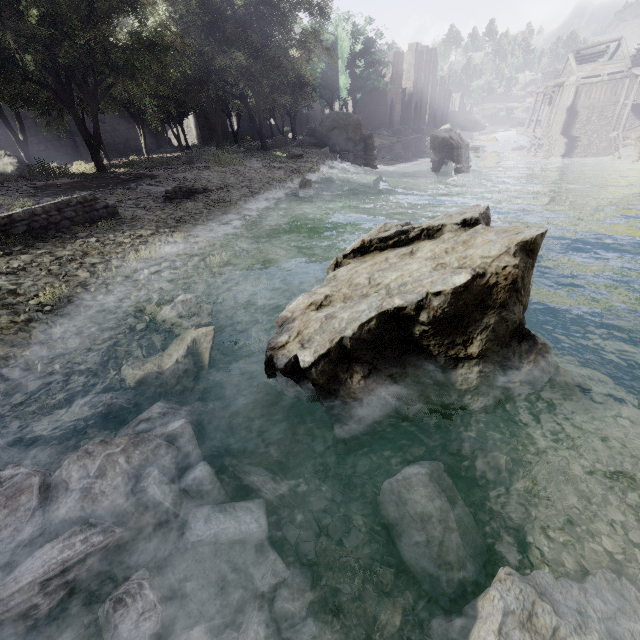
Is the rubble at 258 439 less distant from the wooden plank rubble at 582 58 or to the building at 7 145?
the building at 7 145

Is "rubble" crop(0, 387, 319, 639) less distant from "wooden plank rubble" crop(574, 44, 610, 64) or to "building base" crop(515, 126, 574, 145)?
"building base" crop(515, 126, 574, 145)

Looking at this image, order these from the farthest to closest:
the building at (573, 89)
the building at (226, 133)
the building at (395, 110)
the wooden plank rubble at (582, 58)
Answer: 1. the building at (395, 110)
2. the building at (226, 133)
3. the wooden plank rubble at (582, 58)
4. the building at (573, 89)

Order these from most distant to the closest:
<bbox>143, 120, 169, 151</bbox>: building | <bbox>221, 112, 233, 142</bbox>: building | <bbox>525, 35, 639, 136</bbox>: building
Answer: <bbox>221, 112, 233, 142</bbox>: building, <bbox>525, 35, 639, 136</bbox>: building, <bbox>143, 120, 169, 151</bbox>: building

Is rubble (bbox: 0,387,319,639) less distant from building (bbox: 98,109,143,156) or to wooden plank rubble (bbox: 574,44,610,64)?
building (bbox: 98,109,143,156)

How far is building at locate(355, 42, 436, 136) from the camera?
49.3m

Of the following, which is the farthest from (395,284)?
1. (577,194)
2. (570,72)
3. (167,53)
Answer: (570,72)

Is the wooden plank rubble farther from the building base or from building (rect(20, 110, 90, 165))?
the building base
